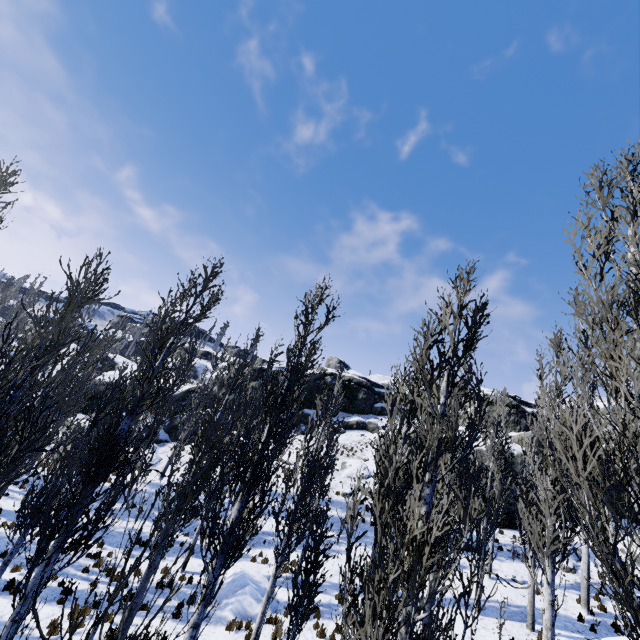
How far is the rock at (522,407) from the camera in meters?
24.1 m

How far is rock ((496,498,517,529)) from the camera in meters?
21.6

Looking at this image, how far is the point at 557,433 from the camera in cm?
807

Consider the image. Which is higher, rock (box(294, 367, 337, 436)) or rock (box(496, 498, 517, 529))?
rock (box(294, 367, 337, 436))

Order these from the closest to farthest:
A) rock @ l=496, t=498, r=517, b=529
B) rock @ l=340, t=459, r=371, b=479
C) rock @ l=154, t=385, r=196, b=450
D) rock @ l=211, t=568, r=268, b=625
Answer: rock @ l=211, t=568, r=268, b=625
rock @ l=496, t=498, r=517, b=529
rock @ l=340, t=459, r=371, b=479
rock @ l=154, t=385, r=196, b=450

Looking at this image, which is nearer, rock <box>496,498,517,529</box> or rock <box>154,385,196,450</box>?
rock <box>496,498,517,529</box>
